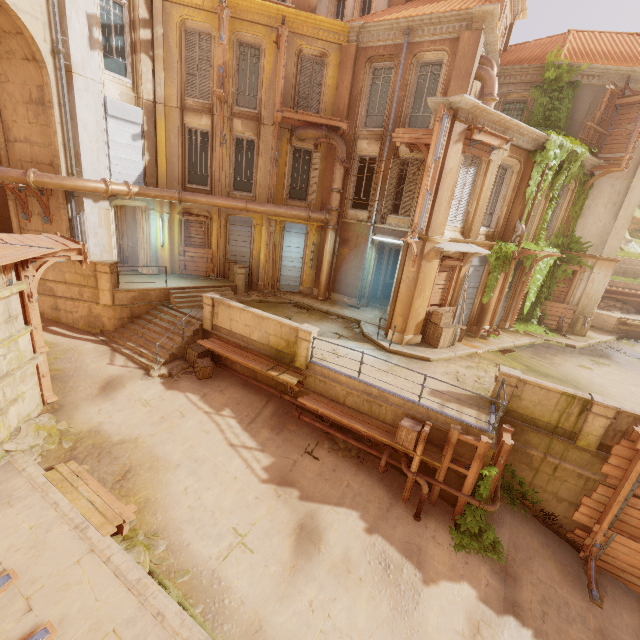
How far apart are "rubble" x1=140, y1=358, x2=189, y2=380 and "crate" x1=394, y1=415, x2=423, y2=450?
8.1m

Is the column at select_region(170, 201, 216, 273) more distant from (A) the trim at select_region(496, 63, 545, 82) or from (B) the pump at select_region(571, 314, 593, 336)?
(B) the pump at select_region(571, 314, 593, 336)

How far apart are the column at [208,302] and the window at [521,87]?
15.99m

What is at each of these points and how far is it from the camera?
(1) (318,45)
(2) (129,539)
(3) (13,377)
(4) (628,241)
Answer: (1) window, 15.0 meters
(2) rubble, 7.2 meters
(3) building, 8.3 meters
(4) rock, 25.8 meters

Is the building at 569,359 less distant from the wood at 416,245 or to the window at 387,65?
the wood at 416,245

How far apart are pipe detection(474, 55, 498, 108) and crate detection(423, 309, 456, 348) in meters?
7.9 m

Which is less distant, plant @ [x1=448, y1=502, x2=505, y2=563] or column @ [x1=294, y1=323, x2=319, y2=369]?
plant @ [x1=448, y1=502, x2=505, y2=563]

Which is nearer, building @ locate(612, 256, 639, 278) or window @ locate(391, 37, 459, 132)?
window @ locate(391, 37, 459, 132)
